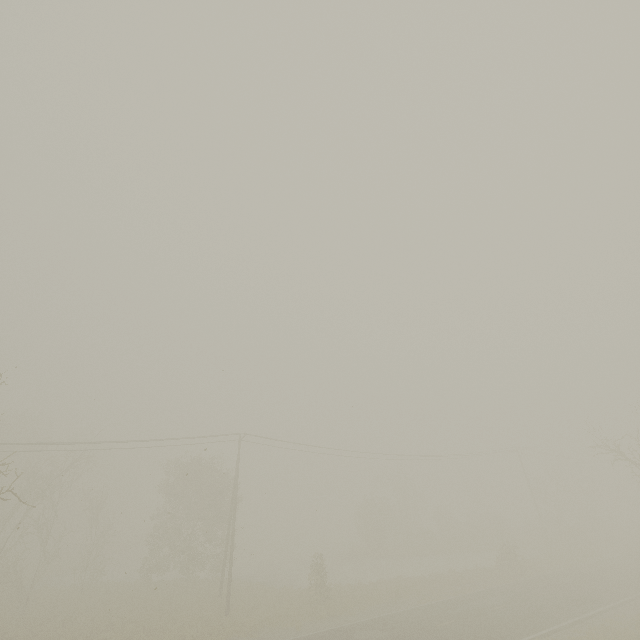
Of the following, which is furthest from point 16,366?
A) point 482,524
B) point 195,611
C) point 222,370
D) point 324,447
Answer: point 482,524
